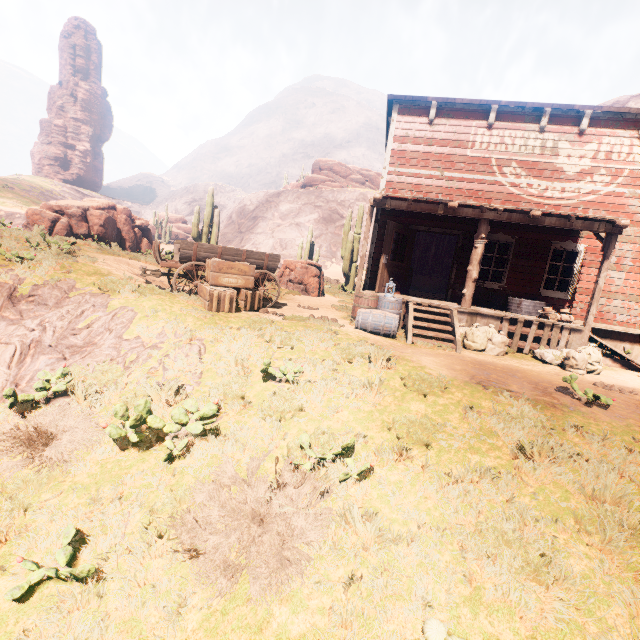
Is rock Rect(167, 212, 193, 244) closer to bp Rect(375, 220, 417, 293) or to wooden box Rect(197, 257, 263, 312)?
wooden box Rect(197, 257, 263, 312)

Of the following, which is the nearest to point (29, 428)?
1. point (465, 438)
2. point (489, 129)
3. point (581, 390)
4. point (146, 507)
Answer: point (146, 507)

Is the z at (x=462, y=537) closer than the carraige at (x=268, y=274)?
Yes

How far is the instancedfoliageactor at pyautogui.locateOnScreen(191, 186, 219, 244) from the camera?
17.2m

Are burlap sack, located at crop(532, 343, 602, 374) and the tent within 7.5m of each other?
yes

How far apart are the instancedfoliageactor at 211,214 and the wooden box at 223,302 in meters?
9.8

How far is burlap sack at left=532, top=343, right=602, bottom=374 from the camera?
7.4 meters

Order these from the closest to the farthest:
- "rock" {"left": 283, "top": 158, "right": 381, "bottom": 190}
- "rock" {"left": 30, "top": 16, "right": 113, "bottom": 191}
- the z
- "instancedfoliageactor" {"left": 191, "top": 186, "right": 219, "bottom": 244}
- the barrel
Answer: the z < the barrel < "instancedfoliageactor" {"left": 191, "top": 186, "right": 219, "bottom": 244} < "rock" {"left": 283, "top": 158, "right": 381, "bottom": 190} < "rock" {"left": 30, "top": 16, "right": 113, "bottom": 191}
